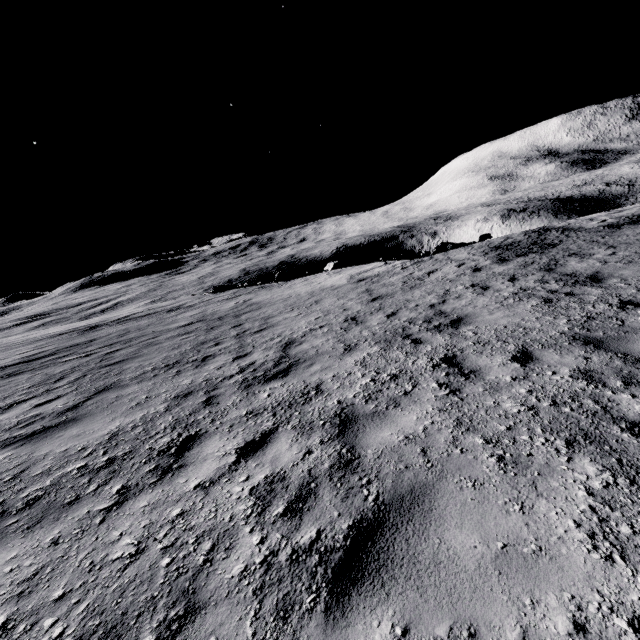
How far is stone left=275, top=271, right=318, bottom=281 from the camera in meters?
24.9 m

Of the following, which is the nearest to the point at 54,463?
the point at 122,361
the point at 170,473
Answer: the point at 170,473

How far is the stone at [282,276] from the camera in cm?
2492
